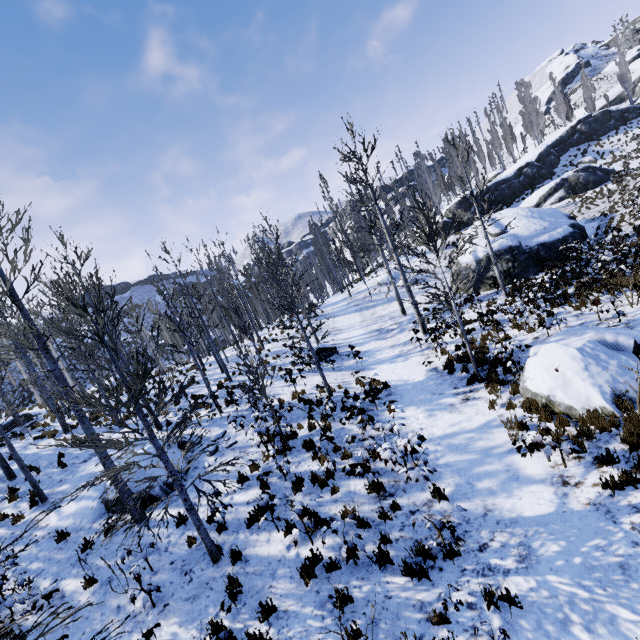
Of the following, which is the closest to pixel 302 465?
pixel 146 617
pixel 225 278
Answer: pixel 146 617

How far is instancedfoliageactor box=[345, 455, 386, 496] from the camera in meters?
7.3 m

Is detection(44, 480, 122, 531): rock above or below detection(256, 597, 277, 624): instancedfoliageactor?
above

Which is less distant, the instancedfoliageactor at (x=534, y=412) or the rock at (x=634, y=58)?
the instancedfoliageactor at (x=534, y=412)

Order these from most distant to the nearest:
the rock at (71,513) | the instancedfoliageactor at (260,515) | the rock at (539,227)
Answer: the rock at (539,227), the rock at (71,513), the instancedfoliageactor at (260,515)

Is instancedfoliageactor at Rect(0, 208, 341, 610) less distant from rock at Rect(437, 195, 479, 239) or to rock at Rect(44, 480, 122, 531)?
rock at Rect(437, 195, 479, 239)
